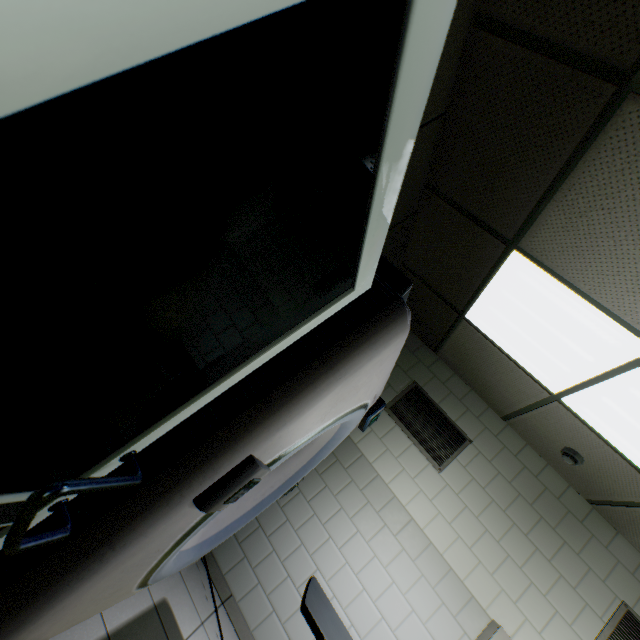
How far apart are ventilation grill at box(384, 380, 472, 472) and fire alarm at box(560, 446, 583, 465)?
0.8 meters

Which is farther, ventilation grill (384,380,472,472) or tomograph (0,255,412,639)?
ventilation grill (384,380,472,472)

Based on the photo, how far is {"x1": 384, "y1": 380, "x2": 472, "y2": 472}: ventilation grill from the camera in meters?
3.4 m

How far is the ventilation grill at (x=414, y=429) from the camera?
3.4 meters

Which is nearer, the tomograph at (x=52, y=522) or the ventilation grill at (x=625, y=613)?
the tomograph at (x=52, y=522)

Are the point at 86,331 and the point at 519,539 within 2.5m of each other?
no

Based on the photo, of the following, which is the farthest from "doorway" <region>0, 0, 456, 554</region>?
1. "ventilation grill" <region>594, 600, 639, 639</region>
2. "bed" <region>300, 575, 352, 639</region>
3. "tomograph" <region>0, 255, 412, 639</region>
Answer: "ventilation grill" <region>594, 600, 639, 639</region>

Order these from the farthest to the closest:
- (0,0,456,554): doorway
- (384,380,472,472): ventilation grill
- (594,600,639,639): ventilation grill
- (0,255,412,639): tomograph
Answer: (384,380,472,472): ventilation grill
(594,600,639,639): ventilation grill
(0,255,412,639): tomograph
(0,0,456,554): doorway
